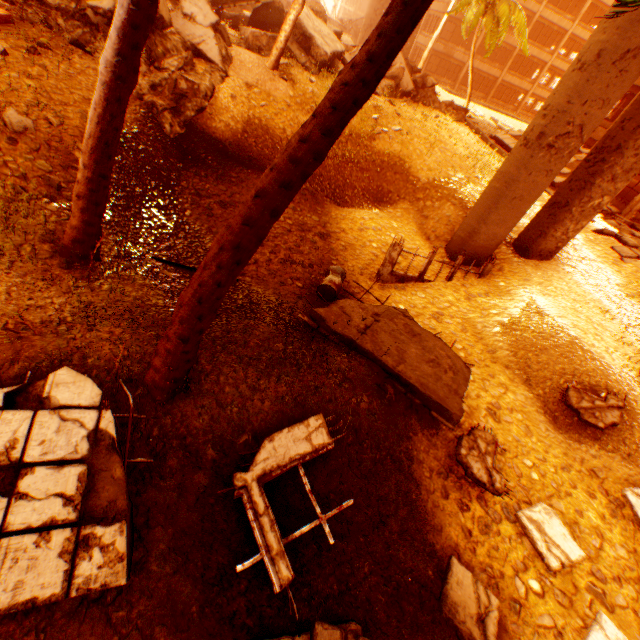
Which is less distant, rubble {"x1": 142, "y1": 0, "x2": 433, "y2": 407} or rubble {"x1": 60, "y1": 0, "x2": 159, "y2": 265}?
rubble {"x1": 142, "y1": 0, "x2": 433, "y2": 407}

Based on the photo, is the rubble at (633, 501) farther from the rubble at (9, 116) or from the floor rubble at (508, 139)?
the floor rubble at (508, 139)

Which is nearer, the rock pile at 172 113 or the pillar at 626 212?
the rock pile at 172 113

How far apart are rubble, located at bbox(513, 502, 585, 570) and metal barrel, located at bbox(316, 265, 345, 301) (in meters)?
5.63

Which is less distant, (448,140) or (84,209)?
(84,209)

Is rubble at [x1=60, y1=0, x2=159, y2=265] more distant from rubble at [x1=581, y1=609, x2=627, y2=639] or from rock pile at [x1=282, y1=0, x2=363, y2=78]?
rubble at [x1=581, y1=609, x2=627, y2=639]

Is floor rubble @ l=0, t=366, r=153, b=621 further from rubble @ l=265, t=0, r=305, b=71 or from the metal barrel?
the metal barrel

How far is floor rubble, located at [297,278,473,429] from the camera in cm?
631
